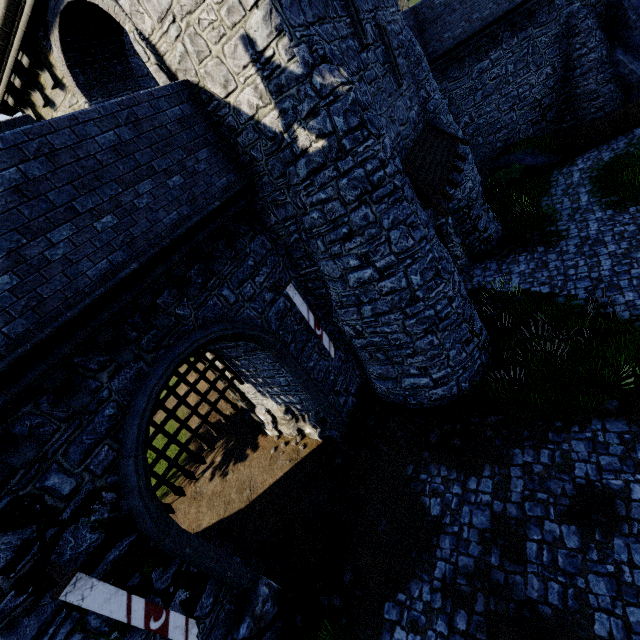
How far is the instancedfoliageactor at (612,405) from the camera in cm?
779

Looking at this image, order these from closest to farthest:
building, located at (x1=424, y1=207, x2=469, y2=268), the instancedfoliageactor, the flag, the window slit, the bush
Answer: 1. the flag
2. the instancedfoliageactor
3. the window slit
4. building, located at (x1=424, y1=207, x2=469, y2=268)
5. the bush

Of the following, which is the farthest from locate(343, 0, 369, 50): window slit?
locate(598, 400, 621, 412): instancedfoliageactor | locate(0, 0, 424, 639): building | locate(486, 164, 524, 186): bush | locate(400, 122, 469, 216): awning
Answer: locate(486, 164, 524, 186): bush

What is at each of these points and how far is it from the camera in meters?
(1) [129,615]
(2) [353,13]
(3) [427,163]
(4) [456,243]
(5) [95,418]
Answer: (1) flag, 4.9 m
(2) window slit, 8.6 m
(3) awning, 10.5 m
(4) building, 14.5 m
(5) building, 5.7 m

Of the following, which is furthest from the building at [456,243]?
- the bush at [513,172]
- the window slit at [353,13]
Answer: the bush at [513,172]

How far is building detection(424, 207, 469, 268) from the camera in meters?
13.8

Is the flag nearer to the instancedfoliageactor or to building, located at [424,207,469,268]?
building, located at [424,207,469,268]

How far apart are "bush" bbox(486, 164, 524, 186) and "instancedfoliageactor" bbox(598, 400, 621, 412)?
15.6m
